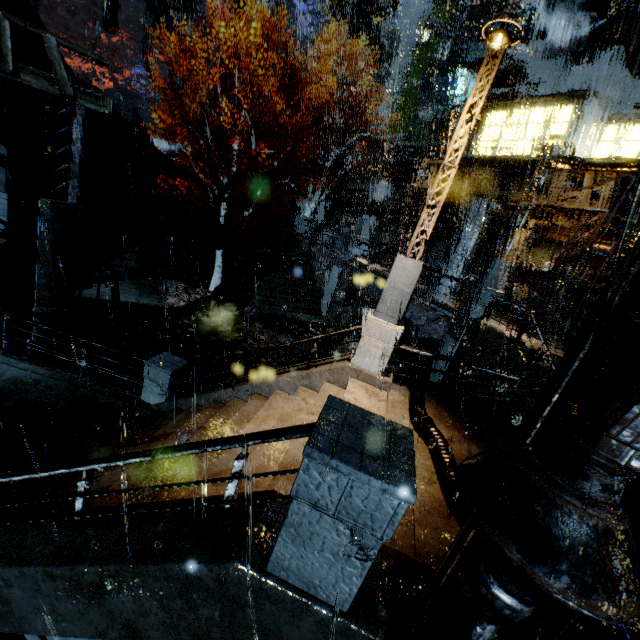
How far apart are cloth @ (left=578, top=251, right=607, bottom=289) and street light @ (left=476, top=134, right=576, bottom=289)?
8.9 meters

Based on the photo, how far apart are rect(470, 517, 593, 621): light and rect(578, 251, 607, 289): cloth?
21.6m

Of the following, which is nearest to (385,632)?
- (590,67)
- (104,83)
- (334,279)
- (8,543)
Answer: (8,543)

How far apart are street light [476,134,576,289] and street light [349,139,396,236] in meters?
9.3 m

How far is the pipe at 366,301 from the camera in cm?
1858

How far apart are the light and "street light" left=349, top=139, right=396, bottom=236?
20.0 meters

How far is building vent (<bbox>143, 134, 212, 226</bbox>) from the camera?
25.9 meters

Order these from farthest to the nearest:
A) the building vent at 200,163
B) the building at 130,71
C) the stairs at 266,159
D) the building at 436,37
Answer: the stairs at 266,159, the building vent at 200,163, the building at 436,37, the building at 130,71
